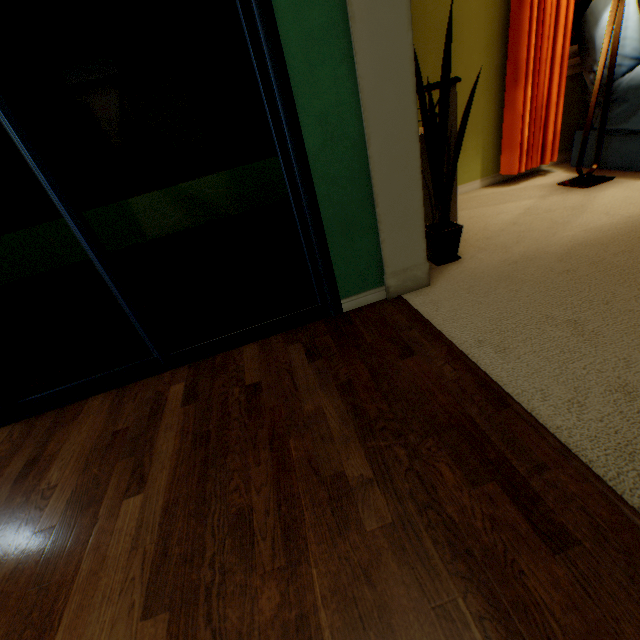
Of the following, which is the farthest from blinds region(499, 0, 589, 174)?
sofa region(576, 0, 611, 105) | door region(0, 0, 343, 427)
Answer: door region(0, 0, 343, 427)

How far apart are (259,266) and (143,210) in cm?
900

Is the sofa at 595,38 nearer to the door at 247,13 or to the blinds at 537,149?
the blinds at 537,149

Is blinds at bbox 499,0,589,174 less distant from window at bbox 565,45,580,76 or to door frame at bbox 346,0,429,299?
window at bbox 565,45,580,76

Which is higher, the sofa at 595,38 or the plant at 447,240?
the sofa at 595,38

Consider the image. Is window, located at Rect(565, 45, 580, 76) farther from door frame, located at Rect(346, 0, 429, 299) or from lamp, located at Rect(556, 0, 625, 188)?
door frame, located at Rect(346, 0, 429, 299)

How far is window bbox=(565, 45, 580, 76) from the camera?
2.7 meters

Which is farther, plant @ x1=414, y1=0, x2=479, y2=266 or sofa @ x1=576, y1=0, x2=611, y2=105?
sofa @ x1=576, y1=0, x2=611, y2=105
